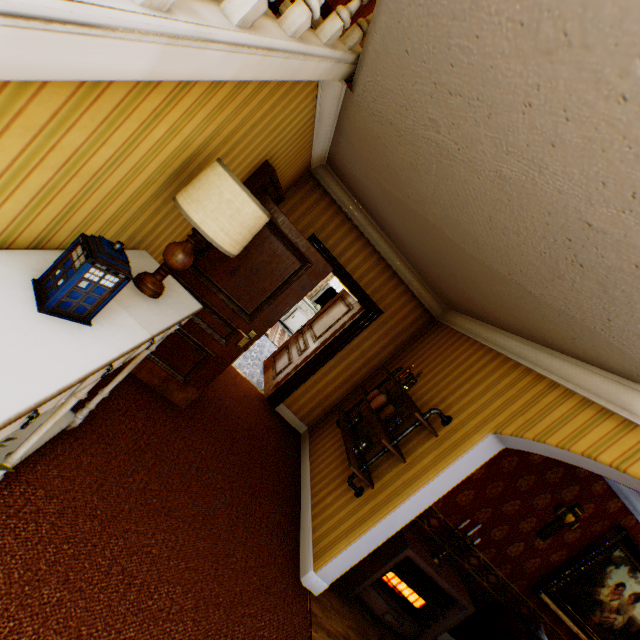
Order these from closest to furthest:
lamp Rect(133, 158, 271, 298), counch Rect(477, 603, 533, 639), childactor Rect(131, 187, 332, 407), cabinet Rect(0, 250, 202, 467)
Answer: cabinet Rect(0, 250, 202, 467), lamp Rect(133, 158, 271, 298), childactor Rect(131, 187, 332, 407), counch Rect(477, 603, 533, 639)

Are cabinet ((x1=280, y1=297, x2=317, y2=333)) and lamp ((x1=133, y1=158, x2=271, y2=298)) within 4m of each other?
no

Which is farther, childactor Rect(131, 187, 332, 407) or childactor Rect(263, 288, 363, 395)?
childactor Rect(263, 288, 363, 395)

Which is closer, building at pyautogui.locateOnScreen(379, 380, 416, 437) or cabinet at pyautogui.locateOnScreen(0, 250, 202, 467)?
cabinet at pyautogui.locateOnScreen(0, 250, 202, 467)

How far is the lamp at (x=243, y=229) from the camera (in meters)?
1.53

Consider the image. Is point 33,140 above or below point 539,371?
below

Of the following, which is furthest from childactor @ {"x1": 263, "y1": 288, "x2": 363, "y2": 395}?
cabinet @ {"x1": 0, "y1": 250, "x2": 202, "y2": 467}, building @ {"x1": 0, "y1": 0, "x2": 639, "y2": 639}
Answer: cabinet @ {"x1": 0, "y1": 250, "x2": 202, "y2": 467}

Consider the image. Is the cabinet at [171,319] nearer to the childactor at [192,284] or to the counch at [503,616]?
the childactor at [192,284]
